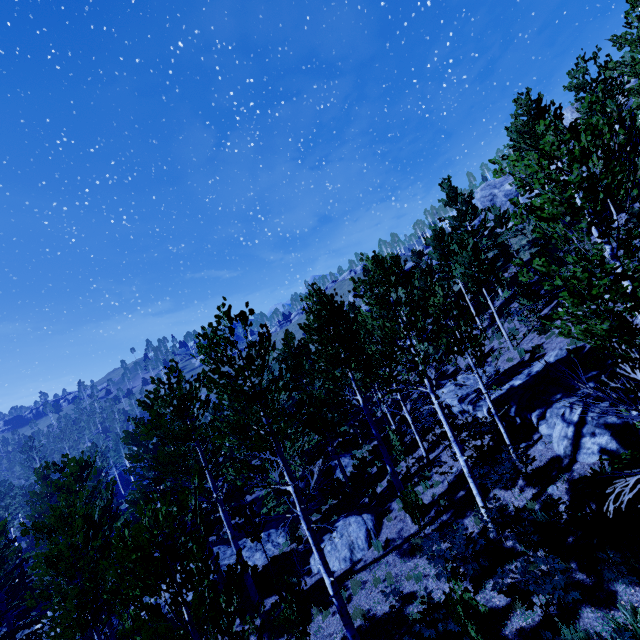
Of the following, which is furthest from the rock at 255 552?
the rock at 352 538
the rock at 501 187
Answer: the rock at 501 187

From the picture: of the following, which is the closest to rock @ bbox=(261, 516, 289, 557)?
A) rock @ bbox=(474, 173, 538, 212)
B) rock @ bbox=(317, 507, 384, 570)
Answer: rock @ bbox=(317, 507, 384, 570)

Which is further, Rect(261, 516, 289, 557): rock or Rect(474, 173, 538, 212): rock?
Rect(474, 173, 538, 212): rock

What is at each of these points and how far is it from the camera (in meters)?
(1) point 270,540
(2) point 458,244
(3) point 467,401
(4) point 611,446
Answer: (1) rock, 19.45
(2) instancedfoliageactor, 21.89
(3) rock, 16.08
(4) rock, 8.48

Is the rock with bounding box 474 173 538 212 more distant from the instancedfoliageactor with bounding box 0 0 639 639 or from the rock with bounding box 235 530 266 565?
the rock with bounding box 235 530 266 565

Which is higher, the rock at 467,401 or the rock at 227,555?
the rock at 467,401

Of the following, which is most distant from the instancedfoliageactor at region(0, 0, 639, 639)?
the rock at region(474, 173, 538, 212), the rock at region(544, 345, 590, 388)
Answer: the rock at region(474, 173, 538, 212)

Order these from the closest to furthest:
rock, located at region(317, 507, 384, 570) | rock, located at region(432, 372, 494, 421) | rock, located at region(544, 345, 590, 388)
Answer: rock, located at region(544, 345, 590, 388), rock, located at region(317, 507, 384, 570), rock, located at region(432, 372, 494, 421)
